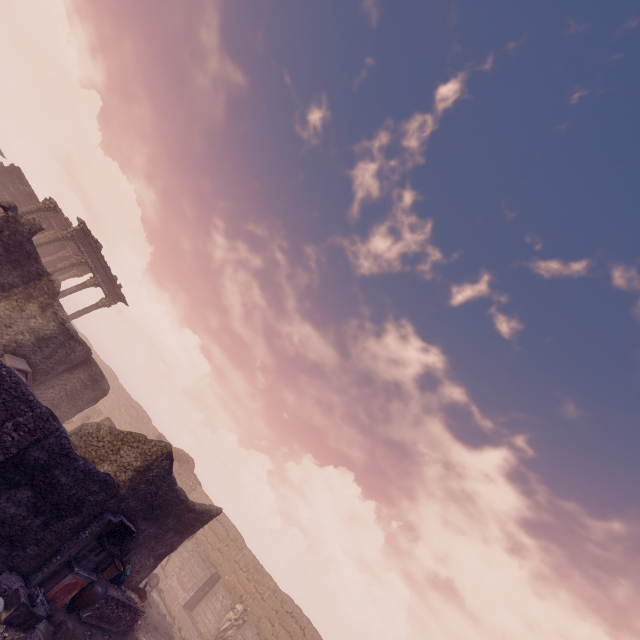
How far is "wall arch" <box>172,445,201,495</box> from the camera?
26.62m

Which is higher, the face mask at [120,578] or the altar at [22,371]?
the altar at [22,371]

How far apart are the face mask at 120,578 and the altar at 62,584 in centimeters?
A: 66cm

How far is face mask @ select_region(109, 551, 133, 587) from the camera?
9.88m

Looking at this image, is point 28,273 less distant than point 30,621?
No

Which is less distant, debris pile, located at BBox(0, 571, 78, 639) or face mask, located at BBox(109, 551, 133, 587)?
debris pile, located at BBox(0, 571, 78, 639)

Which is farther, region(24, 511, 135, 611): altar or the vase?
the vase

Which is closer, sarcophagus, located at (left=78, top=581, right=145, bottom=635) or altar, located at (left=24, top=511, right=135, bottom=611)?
altar, located at (left=24, top=511, right=135, bottom=611)
